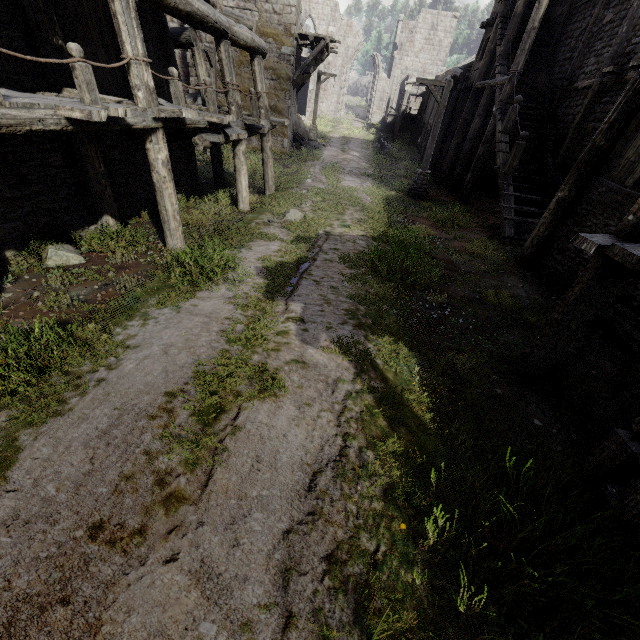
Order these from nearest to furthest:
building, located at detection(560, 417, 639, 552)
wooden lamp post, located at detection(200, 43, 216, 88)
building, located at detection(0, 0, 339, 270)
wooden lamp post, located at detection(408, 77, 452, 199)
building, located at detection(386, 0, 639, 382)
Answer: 1. building, located at detection(560, 417, 639, 552)
2. building, located at detection(386, 0, 639, 382)
3. building, located at detection(0, 0, 339, 270)
4. wooden lamp post, located at detection(408, 77, 452, 199)
5. wooden lamp post, located at detection(200, 43, 216, 88)

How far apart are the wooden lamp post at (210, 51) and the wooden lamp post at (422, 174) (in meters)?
10.55

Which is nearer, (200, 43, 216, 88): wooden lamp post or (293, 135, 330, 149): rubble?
(200, 43, 216, 88): wooden lamp post

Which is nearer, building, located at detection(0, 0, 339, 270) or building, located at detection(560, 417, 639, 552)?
building, located at detection(560, 417, 639, 552)

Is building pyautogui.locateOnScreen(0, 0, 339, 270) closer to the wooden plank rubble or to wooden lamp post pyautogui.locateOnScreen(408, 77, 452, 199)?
the wooden plank rubble

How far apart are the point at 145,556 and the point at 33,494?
1.12m

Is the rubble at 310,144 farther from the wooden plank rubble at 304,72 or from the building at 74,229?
the wooden plank rubble at 304,72

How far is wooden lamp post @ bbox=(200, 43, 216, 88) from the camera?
16.3 meters
